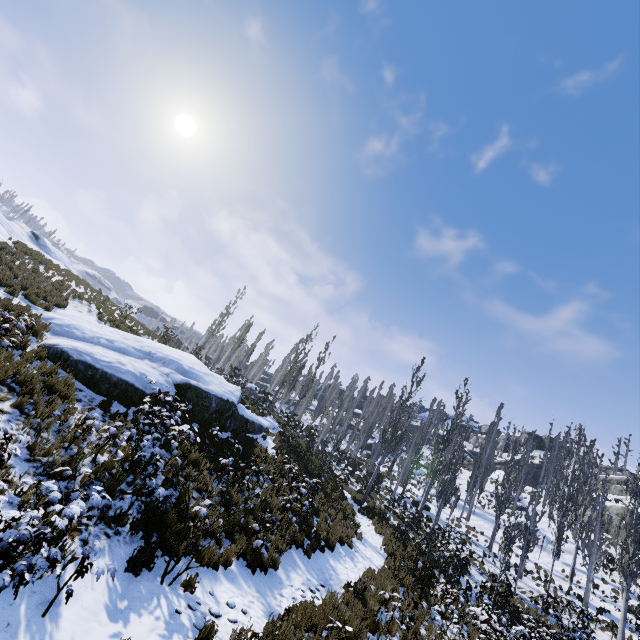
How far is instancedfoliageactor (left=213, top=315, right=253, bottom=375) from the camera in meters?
30.5 m

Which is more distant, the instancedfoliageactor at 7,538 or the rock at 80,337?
the rock at 80,337

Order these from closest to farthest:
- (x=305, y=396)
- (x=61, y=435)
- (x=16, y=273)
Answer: (x=61, y=435), (x=16, y=273), (x=305, y=396)

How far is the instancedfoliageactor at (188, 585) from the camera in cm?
568

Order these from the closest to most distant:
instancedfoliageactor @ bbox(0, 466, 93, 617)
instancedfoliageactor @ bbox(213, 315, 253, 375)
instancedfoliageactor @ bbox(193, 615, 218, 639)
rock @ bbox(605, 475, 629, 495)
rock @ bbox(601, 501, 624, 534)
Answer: instancedfoliageactor @ bbox(0, 466, 93, 617)
instancedfoliageactor @ bbox(193, 615, 218, 639)
instancedfoliageactor @ bbox(213, 315, 253, 375)
rock @ bbox(601, 501, 624, 534)
rock @ bbox(605, 475, 629, 495)

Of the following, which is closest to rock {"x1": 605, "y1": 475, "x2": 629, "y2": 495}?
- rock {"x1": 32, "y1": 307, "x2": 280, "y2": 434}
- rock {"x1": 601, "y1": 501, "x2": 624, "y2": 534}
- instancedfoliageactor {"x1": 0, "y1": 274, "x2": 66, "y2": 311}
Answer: rock {"x1": 601, "y1": 501, "x2": 624, "y2": 534}

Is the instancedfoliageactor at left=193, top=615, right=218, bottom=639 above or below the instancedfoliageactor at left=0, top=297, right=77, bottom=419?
below

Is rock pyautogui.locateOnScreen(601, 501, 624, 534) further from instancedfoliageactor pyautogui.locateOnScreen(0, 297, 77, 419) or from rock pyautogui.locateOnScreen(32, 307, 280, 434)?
rock pyautogui.locateOnScreen(32, 307, 280, 434)
